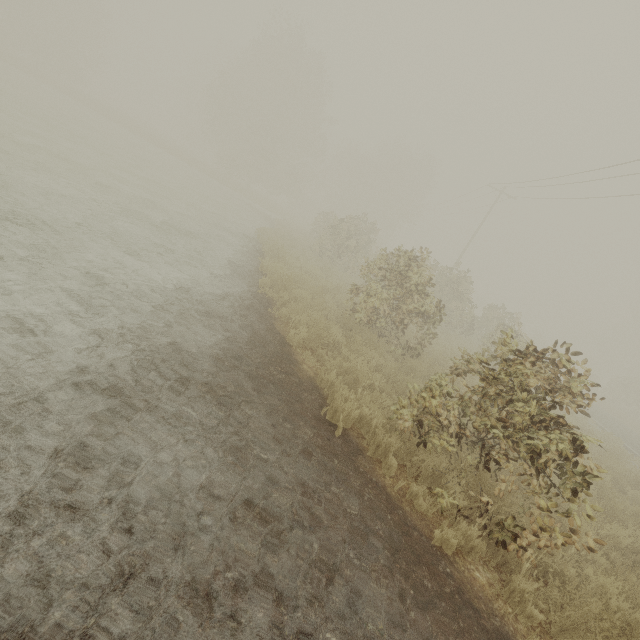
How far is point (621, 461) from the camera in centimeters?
1127cm
